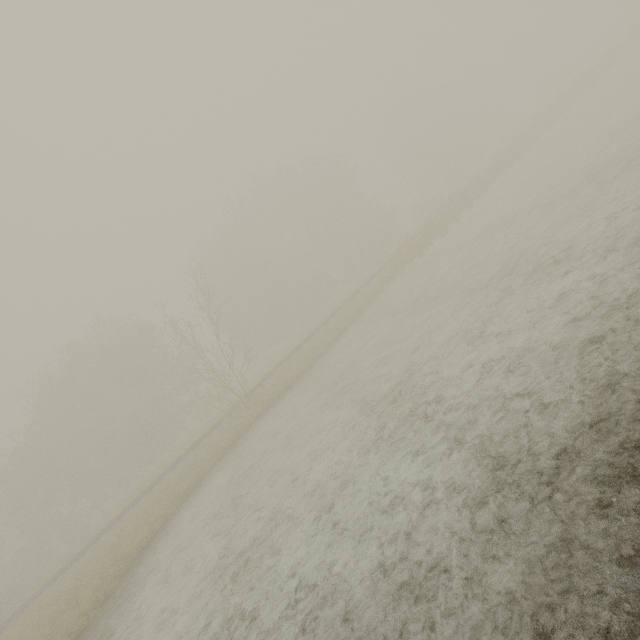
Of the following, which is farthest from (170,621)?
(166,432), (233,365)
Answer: (166,432)
